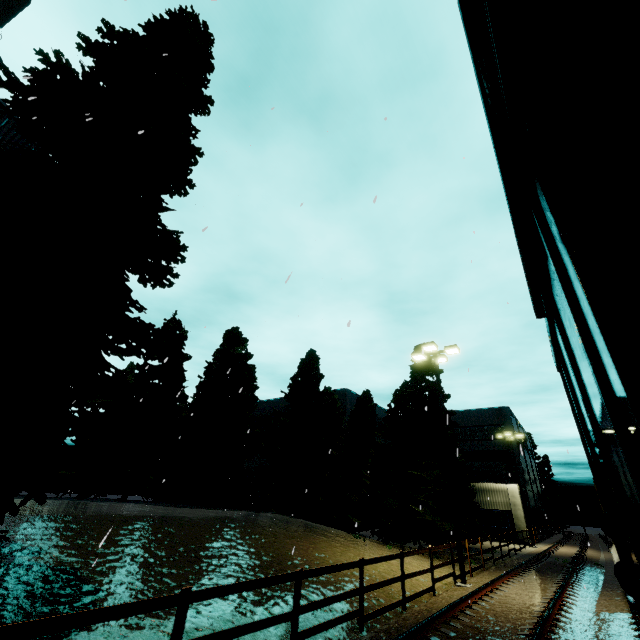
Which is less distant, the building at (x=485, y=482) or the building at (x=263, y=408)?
the building at (x=485, y=482)

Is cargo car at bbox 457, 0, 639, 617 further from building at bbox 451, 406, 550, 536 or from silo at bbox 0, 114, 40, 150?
building at bbox 451, 406, 550, 536

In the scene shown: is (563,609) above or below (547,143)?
below

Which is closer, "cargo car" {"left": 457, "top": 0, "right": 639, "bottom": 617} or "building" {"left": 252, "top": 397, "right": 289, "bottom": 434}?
"cargo car" {"left": 457, "top": 0, "right": 639, "bottom": 617}

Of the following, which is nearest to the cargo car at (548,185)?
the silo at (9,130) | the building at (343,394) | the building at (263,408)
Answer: the silo at (9,130)

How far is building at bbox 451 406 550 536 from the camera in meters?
33.0 m

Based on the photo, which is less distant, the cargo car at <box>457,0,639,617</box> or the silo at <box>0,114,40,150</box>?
the cargo car at <box>457,0,639,617</box>
